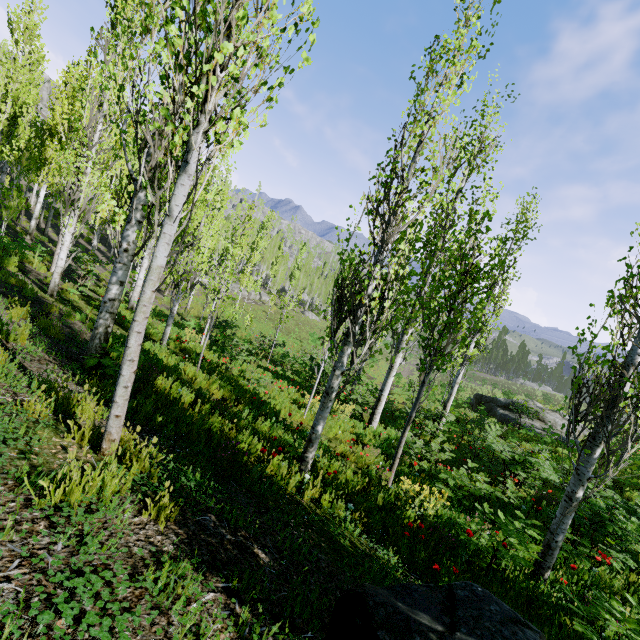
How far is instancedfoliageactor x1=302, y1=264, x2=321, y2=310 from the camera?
55.2m

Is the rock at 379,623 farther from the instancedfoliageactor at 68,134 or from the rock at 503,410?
the rock at 503,410

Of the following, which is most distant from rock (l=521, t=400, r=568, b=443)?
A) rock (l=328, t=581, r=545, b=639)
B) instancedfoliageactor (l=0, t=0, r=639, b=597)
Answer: rock (l=328, t=581, r=545, b=639)

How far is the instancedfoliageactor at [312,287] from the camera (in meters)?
55.25

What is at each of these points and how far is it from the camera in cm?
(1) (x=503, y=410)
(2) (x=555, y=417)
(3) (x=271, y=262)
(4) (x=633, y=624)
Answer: Result:
(1) rock, 2236
(2) rock, 2198
(3) instancedfoliageactor, 5856
(4) instancedfoliageactor, 302

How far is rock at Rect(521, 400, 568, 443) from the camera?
19.1m

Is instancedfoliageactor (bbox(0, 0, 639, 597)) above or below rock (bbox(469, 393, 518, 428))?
above

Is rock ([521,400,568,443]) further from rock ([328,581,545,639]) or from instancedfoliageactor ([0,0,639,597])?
rock ([328,581,545,639])
